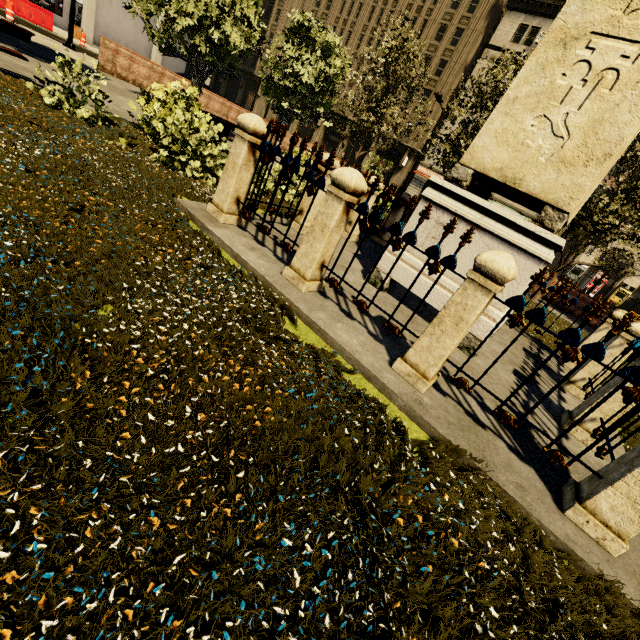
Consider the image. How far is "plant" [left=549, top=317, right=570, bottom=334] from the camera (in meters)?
9.55

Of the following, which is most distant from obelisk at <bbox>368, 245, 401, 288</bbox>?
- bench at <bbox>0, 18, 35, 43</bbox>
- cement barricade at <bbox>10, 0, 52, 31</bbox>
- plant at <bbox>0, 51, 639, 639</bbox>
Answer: cement barricade at <bbox>10, 0, 52, 31</bbox>

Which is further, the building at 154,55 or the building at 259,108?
the building at 259,108

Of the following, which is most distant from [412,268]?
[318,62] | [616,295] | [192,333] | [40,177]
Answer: [616,295]

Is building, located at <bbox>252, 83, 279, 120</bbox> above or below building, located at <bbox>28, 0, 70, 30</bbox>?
above

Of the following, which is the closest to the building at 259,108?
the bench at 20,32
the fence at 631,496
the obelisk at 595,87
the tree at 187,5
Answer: the tree at 187,5

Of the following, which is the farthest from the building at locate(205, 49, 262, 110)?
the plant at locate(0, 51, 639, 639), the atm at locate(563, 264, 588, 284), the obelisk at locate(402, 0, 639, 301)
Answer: the obelisk at locate(402, 0, 639, 301)

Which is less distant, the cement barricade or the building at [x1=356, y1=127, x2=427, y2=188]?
the cement barricade
